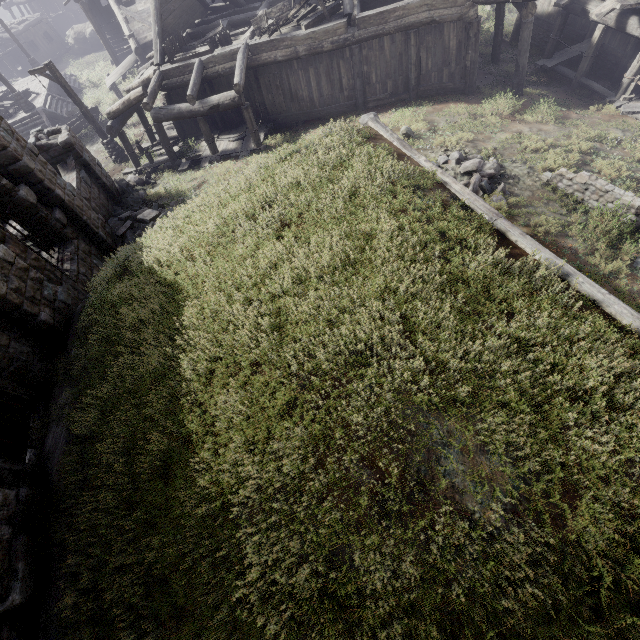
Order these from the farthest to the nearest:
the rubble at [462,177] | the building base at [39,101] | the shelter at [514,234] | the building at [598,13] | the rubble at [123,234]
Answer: the building base at [39,101], the building at [598,13], the rubble at [123,234], the rubble at [462,177], the shelter at [514,234]

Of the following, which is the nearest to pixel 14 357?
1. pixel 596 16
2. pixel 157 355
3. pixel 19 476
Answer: pixel 19 476

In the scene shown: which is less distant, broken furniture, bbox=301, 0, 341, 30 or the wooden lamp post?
broken furniture, bbox=301, 0, 341, 30

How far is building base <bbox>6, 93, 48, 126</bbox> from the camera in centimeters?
2250cm

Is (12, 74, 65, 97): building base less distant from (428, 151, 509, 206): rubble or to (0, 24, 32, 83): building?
(0, 24, 32, 83): building

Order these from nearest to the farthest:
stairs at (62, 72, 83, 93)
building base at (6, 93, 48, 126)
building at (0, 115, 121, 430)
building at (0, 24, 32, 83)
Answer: building at (0, 115, 121, 430) → building base at (6, 93, 48, 126) → stairs at (62, 72, 83, 93) → building at (0, 24, 32, 83)

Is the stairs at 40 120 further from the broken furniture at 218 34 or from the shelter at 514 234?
the shelter at 514 234

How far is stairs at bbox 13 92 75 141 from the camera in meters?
22.6 m
